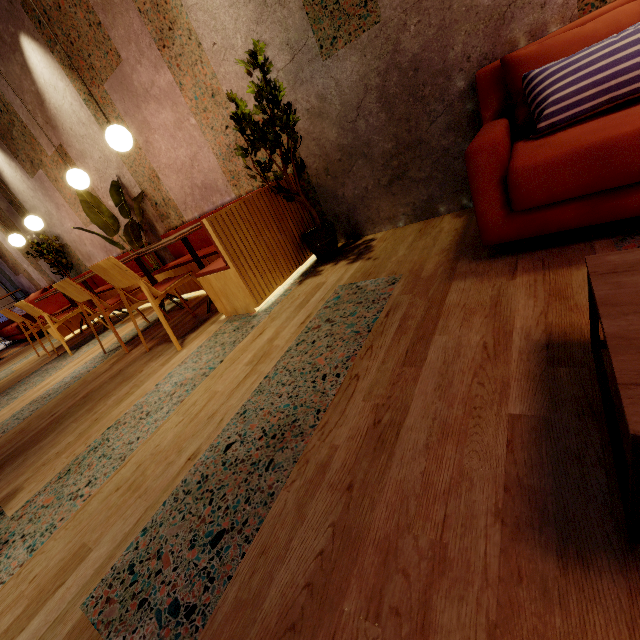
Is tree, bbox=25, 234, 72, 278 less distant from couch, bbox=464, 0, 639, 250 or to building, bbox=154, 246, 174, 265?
building, bbox=154, 246, 174, 265

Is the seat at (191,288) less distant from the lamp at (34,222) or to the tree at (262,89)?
the tree at (262,89)

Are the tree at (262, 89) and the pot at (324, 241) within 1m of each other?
yes

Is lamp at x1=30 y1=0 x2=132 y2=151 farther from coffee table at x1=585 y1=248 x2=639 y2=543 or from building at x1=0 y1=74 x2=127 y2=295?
coffee table at x1=585 y1=248 x2=639 y2=543

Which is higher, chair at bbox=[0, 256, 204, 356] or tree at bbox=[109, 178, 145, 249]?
tree at bbox=[109, 178, 145, 249]

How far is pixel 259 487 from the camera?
1.1m

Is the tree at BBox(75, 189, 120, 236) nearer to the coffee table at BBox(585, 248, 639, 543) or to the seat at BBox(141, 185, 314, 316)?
the seat at BBox(141, 185, 314, 316)

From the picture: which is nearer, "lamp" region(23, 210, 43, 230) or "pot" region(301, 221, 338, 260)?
"pot" region(301, 221, 338, 260)
